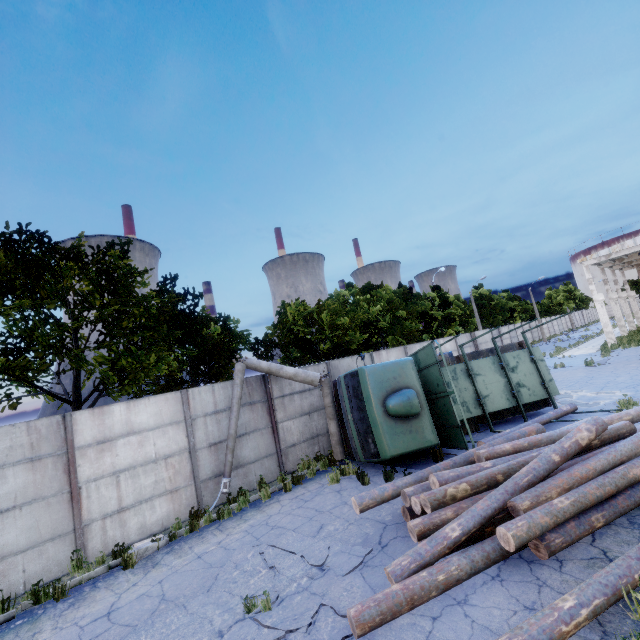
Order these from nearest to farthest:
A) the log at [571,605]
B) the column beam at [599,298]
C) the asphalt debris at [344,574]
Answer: the log at [571,605]
the asphalt debris at [344,574]
the column beam at [599,298]

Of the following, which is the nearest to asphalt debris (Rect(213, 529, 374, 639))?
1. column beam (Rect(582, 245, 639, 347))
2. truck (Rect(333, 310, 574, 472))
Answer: truck (Rect(333, 310, 574, 472))

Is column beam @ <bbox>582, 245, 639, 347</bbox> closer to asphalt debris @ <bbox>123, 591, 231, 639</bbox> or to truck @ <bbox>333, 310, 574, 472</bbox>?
truck @ <bbox>333, 310, 574, 472</bbox>

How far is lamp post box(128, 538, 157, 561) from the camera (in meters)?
7.62

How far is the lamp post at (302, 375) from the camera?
10.01m

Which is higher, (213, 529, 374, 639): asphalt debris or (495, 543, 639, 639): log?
(495, 543, 639, 639): log

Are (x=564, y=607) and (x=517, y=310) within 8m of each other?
no

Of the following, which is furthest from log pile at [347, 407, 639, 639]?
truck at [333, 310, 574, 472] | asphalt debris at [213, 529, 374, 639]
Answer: truck at [333, 310, 574, 472]
